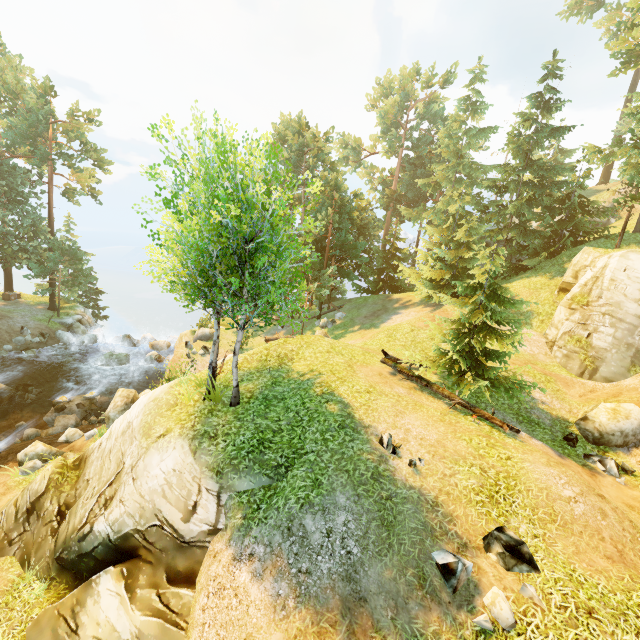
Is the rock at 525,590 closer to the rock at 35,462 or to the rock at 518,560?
the rock at 518,560

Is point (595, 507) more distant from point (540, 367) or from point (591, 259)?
point (591, 259)

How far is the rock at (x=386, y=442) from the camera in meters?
9.2

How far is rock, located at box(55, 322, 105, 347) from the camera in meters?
30.4

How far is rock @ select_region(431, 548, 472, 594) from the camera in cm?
647

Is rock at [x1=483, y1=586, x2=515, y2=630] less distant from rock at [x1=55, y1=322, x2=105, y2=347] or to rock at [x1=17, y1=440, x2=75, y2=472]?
rock at [x1=17, y1=440, x2=75, y2=472]

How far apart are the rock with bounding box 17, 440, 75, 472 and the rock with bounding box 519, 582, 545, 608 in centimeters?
1816cm

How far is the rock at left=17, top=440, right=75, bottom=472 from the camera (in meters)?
14.50
